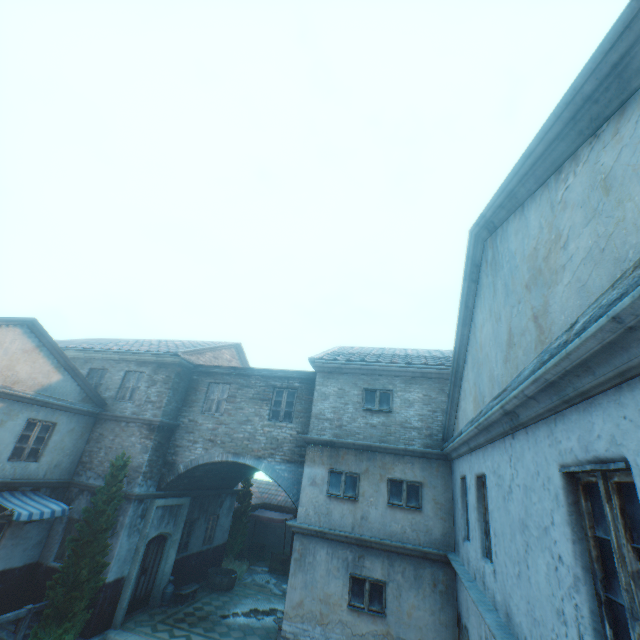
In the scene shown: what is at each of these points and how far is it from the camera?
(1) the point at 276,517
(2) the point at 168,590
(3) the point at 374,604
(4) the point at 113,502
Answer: (1) table shade, 19.7 meters
(2) ceramic pot, 12.2 meters
(3) window, 8.5 meters
(4) tree, 10.8 meters

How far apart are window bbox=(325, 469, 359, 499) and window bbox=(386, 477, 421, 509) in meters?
0.8 m

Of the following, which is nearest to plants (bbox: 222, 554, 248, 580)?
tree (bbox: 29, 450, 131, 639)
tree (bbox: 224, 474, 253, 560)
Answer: tree (bbox: 224, 474, 253, 560)

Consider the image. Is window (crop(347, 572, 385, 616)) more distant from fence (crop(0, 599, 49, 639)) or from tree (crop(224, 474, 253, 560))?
tree (crop(224, 474, 253, 560))

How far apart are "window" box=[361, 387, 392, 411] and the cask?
11.0 meters

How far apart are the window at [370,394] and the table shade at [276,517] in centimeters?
1212cm

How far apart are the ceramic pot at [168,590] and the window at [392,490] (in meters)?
9.50

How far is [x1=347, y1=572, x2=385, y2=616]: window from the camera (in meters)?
8.45
